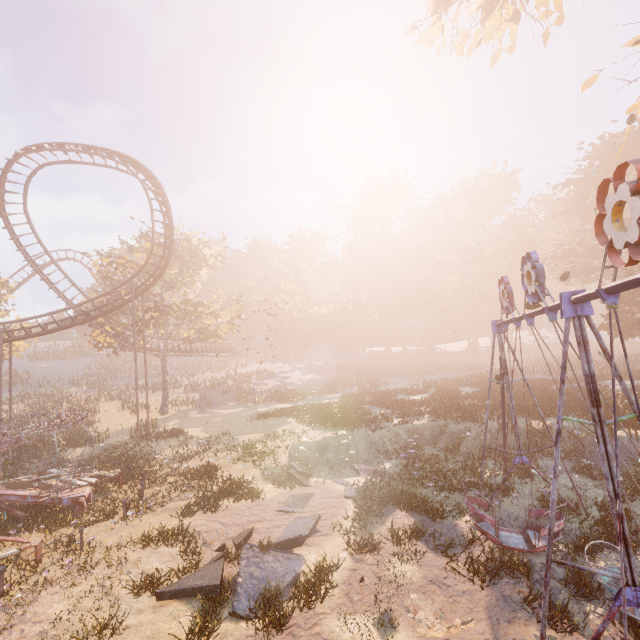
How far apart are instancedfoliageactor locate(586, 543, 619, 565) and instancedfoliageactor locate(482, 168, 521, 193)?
63.17m

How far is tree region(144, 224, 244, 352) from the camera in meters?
32.0 m

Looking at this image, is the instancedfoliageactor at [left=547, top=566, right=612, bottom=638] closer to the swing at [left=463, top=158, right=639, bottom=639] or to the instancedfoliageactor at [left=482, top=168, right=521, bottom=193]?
the swing at [left=463, top=158, right=639, bottom=639]

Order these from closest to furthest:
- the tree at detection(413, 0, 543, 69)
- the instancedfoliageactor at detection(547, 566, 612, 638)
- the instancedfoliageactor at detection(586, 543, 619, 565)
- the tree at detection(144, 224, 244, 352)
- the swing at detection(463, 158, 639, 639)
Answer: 1. the swing at detection(463, 158, 639, 639)
2. the instancedfoliageactor at detection(547, 566, 612, 638)
3. the instancedfoliageactor at detection(586, 543, 619, 565)
4. the tree at detection(413, 0, 543, 69)
5. the tree at detection(144, 224, 244, 352)

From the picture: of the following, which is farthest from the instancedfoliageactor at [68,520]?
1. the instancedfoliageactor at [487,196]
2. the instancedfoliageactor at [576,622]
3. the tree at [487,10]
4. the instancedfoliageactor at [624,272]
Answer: the instancedfoliageactor at [487,196]

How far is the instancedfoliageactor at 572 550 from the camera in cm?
821

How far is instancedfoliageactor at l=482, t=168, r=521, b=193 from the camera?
56.82m

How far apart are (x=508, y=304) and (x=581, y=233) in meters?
47.8 m
